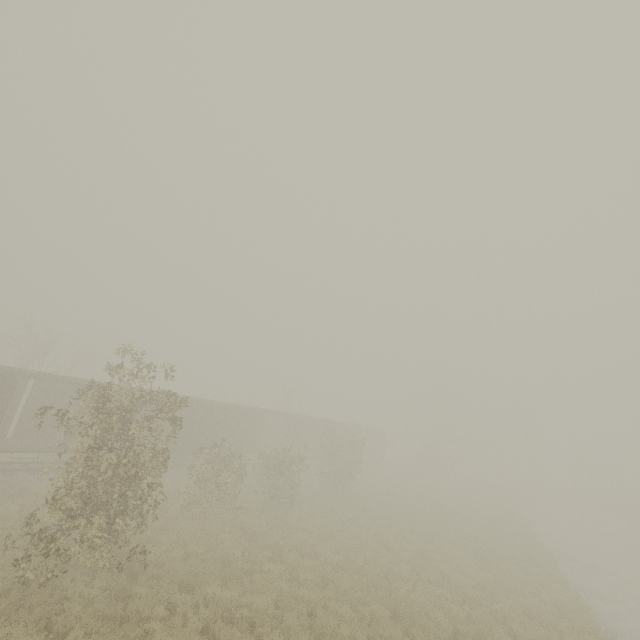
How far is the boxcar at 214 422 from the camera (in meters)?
23.08

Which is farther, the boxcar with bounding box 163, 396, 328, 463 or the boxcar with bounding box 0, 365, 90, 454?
the boxcar with bounding box 163, 396, 328, 463

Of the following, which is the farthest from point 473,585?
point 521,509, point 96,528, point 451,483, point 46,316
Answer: point 46,316

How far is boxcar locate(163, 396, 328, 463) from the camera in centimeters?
2308cm

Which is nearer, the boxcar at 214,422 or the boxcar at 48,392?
the boxcar at 48,392
